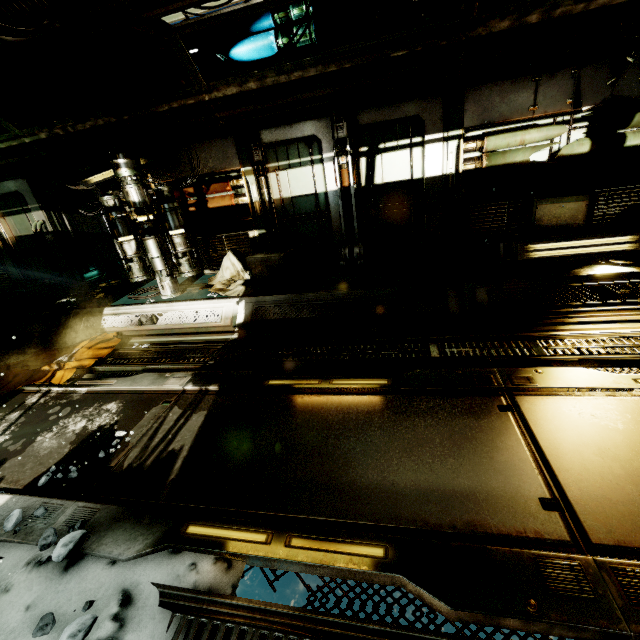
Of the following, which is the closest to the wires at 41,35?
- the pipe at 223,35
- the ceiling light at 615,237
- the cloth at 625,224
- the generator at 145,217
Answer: the pipe at 223,35

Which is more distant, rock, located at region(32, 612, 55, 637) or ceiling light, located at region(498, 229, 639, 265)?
ceiling light, located at region(498, 229, 639, 265)

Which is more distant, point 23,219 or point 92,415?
point 23,219

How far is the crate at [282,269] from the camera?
5.9m

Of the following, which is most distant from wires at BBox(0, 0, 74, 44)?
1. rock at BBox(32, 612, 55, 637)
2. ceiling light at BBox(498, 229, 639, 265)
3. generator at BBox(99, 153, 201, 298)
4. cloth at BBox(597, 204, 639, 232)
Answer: cloth at BBox(597, 204, 639, 232)

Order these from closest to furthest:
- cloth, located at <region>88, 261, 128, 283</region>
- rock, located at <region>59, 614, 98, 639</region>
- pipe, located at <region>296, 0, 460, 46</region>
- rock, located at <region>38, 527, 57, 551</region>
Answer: rock, located at <region>59, 614, 98, 639</region>, rock, located at <region>38, 527, 57, 551</region>, pipe, located at <region>296, 0, 460, 46</region>, cloth, located at <region>88, 261, 128, 283</region>

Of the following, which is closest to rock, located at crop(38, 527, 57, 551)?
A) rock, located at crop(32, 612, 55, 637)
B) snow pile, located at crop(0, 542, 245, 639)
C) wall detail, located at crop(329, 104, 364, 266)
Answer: snow pile, located at crop(0, 542, 245, 639)

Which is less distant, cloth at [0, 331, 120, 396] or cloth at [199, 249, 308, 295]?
cloth at [0, 331, 120, 396]
